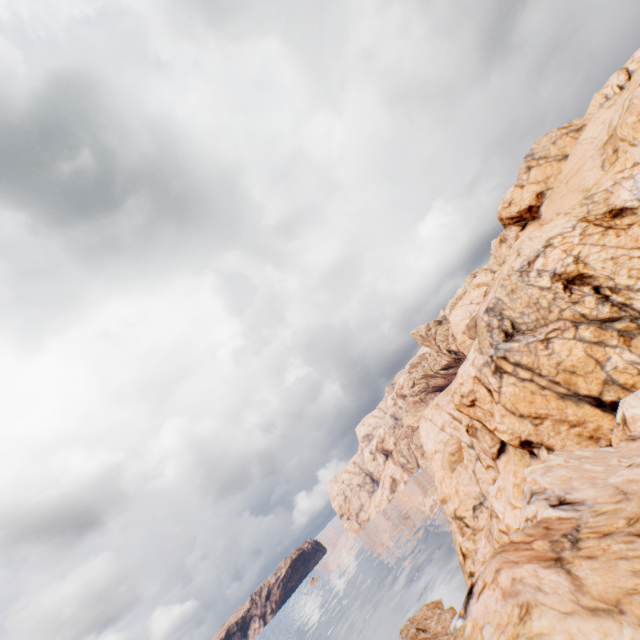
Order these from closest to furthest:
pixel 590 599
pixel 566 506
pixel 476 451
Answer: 1. pixel 590 599
2. pixel 566 506
3. pixel 476 451
